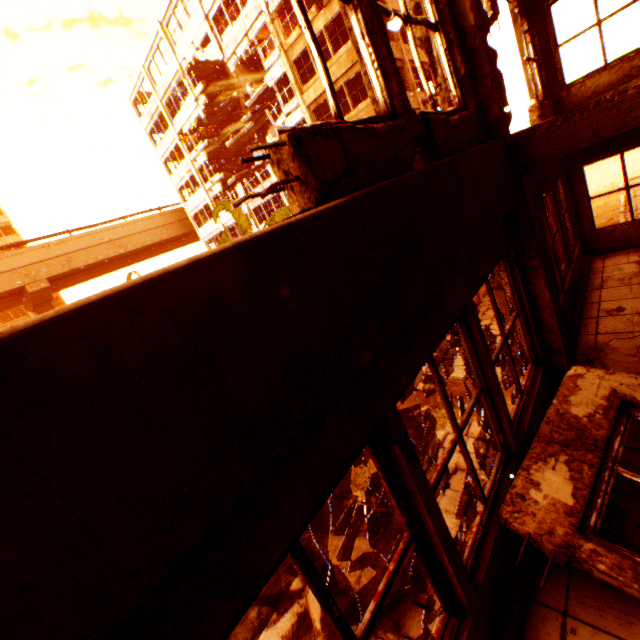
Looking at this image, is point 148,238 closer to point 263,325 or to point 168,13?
point 168,13

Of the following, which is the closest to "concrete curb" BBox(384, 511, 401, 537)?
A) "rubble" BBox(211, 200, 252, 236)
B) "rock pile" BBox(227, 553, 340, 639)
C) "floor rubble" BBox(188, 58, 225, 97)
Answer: "rock pile" BBox(227, 553, 340, 639)

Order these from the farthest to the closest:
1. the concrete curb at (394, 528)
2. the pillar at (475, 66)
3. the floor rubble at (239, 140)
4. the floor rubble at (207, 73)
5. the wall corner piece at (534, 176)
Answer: the floor rubble at (207, 73)
the floor rubble at (239, 140)
the concrete curb at (394, 528)
the wall corner piece at (534, 176)
the pillar at (475, 66)

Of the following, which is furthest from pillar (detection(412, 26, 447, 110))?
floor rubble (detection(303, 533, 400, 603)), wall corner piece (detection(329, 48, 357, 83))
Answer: floor rubble (detection(303, 533, 400, 603))

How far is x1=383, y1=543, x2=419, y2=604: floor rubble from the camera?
7.66m

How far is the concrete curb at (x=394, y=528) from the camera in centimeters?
1001cm

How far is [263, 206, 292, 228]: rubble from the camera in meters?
14.3 m

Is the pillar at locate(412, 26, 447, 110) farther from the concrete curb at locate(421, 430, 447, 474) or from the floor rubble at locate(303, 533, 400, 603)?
the concrete curb at locate(421, 430, 447, 474)
